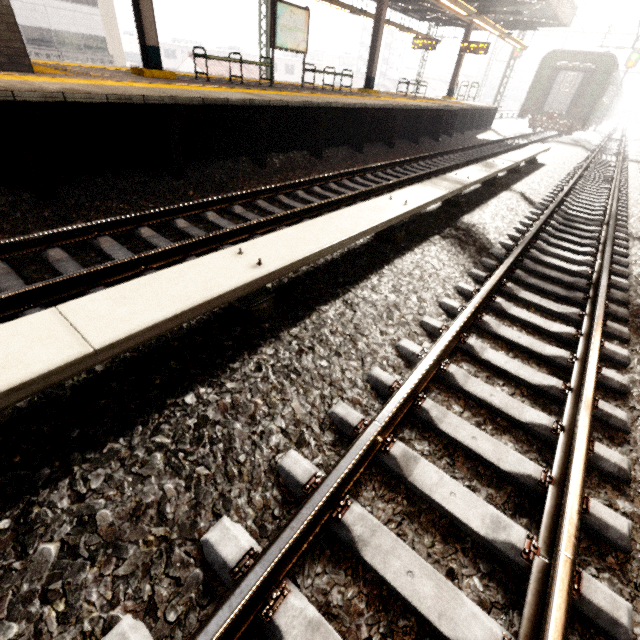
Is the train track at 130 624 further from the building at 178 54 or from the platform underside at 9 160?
the building at 178 54

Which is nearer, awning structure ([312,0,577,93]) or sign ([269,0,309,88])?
sign ([269,0,309,88])

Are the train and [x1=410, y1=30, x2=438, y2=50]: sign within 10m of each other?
yes

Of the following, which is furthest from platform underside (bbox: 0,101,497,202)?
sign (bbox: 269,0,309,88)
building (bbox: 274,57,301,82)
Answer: building (bbox: 274,57,301,82)

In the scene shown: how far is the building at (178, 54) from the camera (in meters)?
54.94

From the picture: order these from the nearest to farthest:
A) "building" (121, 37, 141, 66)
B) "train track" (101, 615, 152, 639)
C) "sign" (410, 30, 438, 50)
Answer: "train track" (101, 615, 152, 639)
"sign" (410, 30, 438, 50)
"building" (121, 37, 141, 66)

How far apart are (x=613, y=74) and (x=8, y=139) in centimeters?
2977cm

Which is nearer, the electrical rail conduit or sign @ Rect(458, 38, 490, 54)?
the electrical rail conduit
